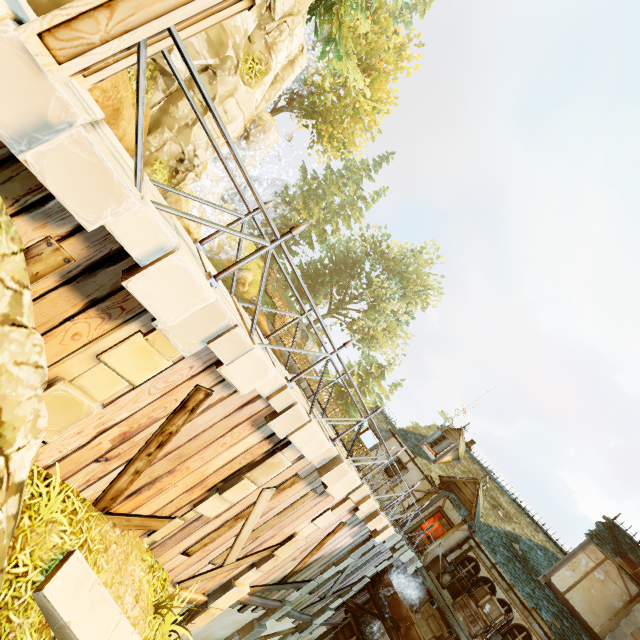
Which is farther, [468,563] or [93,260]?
[468,563]

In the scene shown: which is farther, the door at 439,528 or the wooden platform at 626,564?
the door at 439,528

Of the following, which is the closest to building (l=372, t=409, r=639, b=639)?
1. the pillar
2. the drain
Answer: the drain

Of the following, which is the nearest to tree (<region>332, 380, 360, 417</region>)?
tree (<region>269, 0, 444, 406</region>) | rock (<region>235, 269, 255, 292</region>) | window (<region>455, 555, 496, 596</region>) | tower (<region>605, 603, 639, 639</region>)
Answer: tree (<region>269, 0, 444, 406</region>)

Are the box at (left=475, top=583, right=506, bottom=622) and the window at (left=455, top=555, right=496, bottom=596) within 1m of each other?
yes

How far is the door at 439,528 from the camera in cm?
1538

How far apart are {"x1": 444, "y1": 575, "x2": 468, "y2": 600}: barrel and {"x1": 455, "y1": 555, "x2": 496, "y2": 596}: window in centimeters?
20cm

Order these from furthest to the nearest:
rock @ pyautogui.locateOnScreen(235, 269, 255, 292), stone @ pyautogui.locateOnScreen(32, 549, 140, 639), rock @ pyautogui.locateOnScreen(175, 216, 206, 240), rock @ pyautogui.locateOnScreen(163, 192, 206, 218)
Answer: rock @ pyautogui.locateOnScreen(235, 269, 255, 292)
rock @ pyautogui.locateOnScreen(175, 216, 206, 240)
rock @ pyautogui.locateOnScreen(163, 192, 206, 218)
stone @ pyautogui.locateOnScreen(32, 549, 140, 639)
